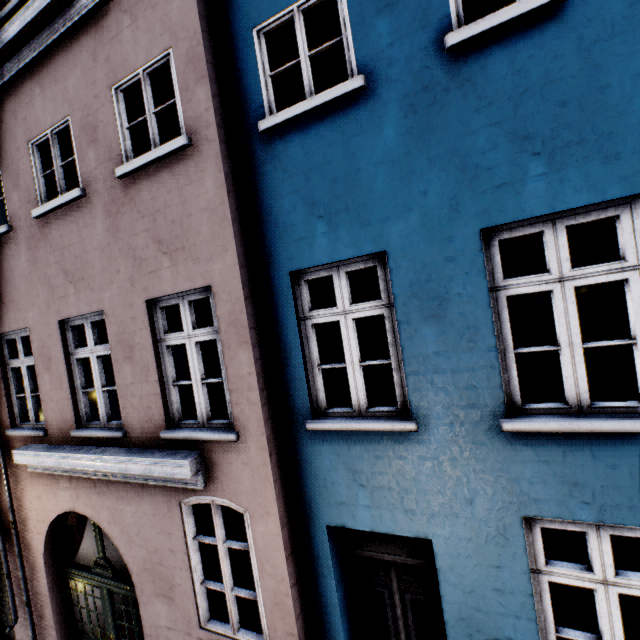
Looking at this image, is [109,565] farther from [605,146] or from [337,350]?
[605,146]
